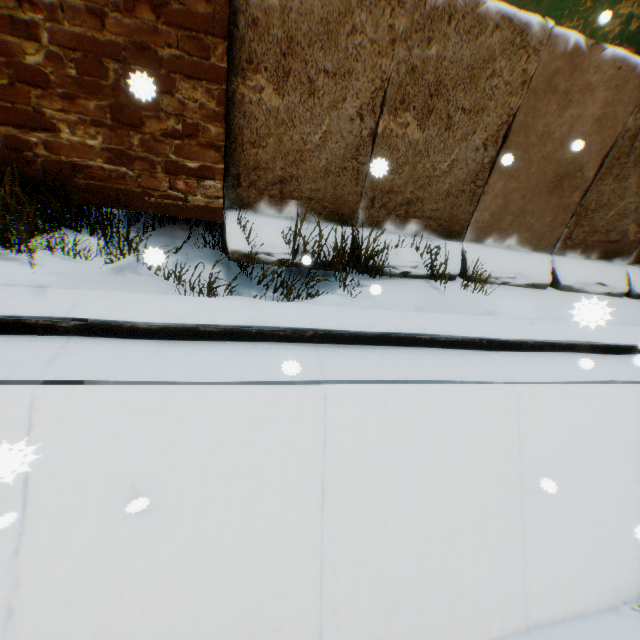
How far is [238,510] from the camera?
2.6 meters

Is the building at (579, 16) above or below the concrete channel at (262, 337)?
above

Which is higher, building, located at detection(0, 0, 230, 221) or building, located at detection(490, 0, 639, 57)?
building, located at detection(490, 0, 639, 57)

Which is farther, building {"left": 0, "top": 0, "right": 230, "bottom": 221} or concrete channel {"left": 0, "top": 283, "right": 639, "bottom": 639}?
building {"left": 0, "top": 0, "right": 230, "bottom": 221}

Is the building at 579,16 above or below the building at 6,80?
above

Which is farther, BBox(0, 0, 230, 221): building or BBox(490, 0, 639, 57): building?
BBox(490, 0, 639, 57): building

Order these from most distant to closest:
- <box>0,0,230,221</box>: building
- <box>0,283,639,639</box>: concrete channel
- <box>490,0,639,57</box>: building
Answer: <box>490,0,639,57</box>: building
<box>0,0,230,221</box>: building
<box>0,283,639,639</box>: concrete channel
